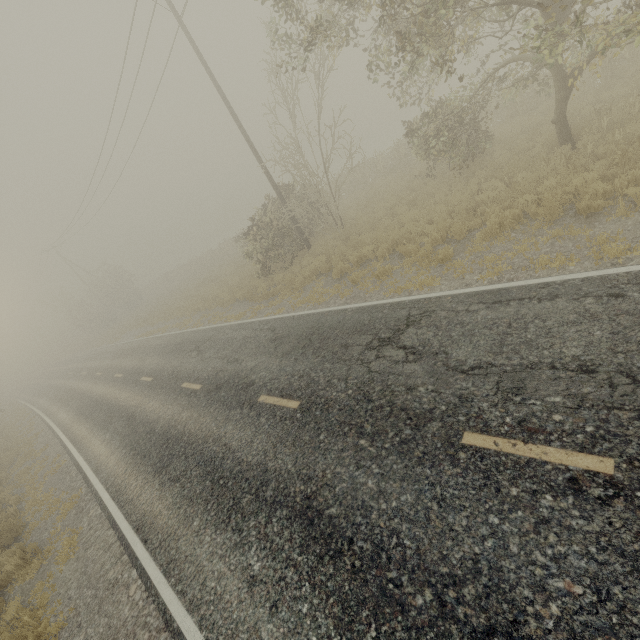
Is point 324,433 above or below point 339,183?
below
